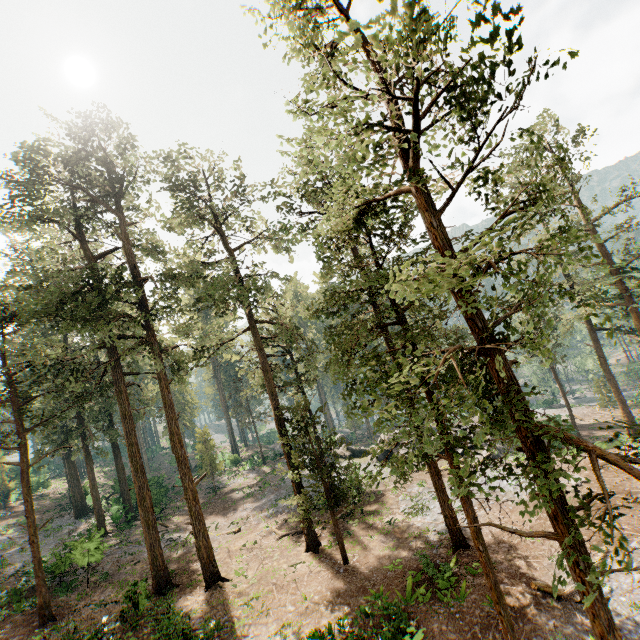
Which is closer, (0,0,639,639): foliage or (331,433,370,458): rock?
(0,0,639,639): foliage

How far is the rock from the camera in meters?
37.5

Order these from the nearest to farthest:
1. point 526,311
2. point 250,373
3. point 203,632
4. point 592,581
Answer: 1. point 526,311
2. point 592,581
3. point 203,632
4. point 250,373

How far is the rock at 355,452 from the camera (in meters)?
37.53

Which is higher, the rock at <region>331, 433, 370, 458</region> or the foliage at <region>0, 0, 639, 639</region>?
the foliage at <region>0, 0, 639, 639</region>

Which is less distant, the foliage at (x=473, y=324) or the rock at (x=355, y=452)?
the foliage at (x=473, y=324)
